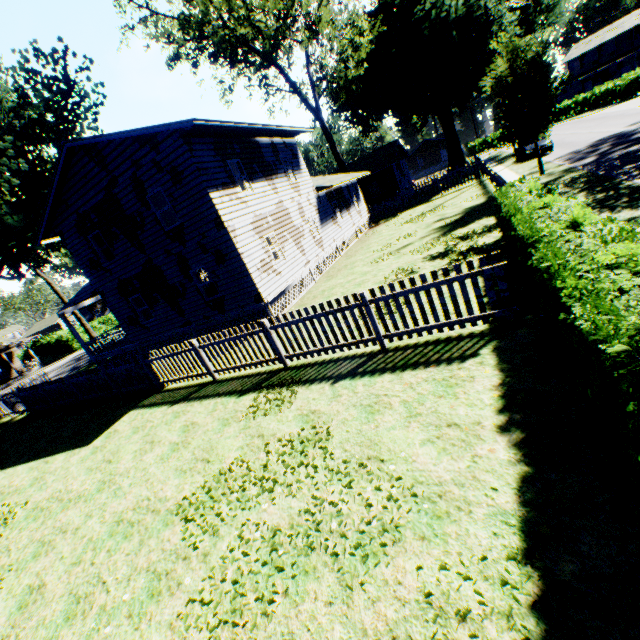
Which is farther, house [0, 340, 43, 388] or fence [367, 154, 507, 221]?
house [0, 340, 43, 388]

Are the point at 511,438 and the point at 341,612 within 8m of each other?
yes

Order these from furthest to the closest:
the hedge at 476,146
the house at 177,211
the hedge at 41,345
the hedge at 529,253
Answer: the hedge at 476,146 < the hedge at 41,345 < the house at 177,211 < the hedge at 529,253

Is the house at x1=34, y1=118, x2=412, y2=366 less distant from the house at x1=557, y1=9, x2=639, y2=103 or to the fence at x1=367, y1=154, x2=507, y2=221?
the fence at x1=367, y1=154, x2=507, y2=221

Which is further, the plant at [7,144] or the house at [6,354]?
the house at [6,354]

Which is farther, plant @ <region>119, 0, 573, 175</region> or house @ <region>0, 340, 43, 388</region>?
house @ <region>0, 340, 43, 388</region>

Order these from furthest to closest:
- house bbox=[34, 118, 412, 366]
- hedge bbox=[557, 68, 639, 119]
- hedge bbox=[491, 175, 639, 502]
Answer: hedge bbox=[557, 68, 639, 119] < house bbox=[34, 118, 412, 366] < hedge bbox=[491, 175, 639, 502]

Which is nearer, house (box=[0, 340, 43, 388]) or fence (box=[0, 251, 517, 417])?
fence (box=[0, 251, 517, 417])
